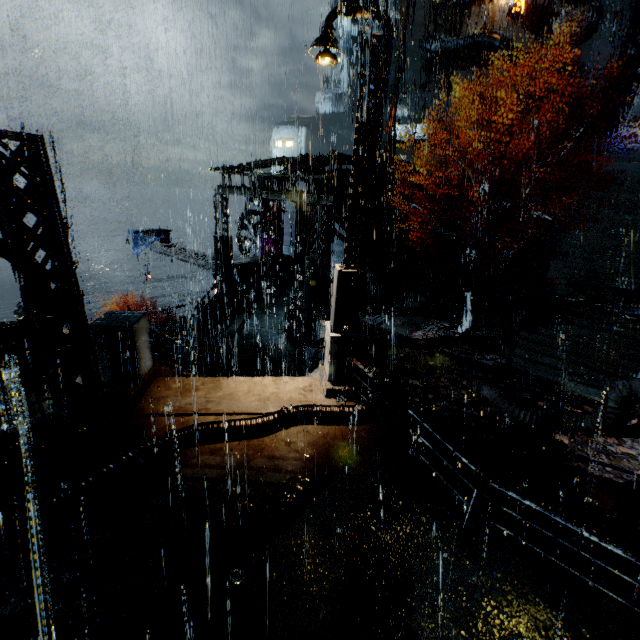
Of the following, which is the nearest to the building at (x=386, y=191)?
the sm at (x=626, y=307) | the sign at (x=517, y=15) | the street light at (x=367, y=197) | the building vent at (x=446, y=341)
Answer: the sign at (x=517, y=15)

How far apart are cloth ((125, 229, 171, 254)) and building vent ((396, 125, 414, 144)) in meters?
27.8 m

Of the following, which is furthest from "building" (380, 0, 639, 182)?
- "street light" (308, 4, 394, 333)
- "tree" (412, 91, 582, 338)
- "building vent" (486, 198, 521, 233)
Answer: "tree" (412, 91, 582, 338)

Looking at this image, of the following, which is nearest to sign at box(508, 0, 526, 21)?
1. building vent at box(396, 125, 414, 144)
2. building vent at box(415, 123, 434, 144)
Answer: building vent at box(415, 123, 434, 144)

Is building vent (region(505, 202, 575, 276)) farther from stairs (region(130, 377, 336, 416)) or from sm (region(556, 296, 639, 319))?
stairs (region(130, 377, 336, 416))

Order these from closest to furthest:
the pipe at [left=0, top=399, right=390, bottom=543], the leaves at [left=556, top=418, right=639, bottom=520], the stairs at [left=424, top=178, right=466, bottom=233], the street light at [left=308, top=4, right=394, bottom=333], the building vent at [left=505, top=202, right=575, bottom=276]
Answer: the pipe at [left=0, top=399, right=390, bottom=543] → the street light at [left=308, top=4, right=394, bottom=333] → the leaves at [left=556, top=418, right=639, bottom=520] → the building vent at [left=505, top=202, right=575, bottom=276] → the stairs at [left=424, top=178, right=466, bottom=233]

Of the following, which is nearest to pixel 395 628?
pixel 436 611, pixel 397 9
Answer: pixel 436 611

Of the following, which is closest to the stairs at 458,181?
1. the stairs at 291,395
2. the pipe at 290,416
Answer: the stairs at 291,395
